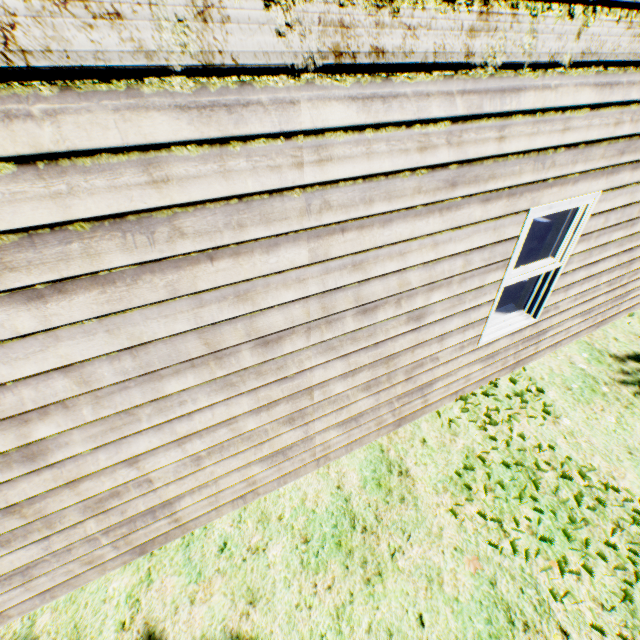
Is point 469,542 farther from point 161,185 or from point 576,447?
point 161,185
